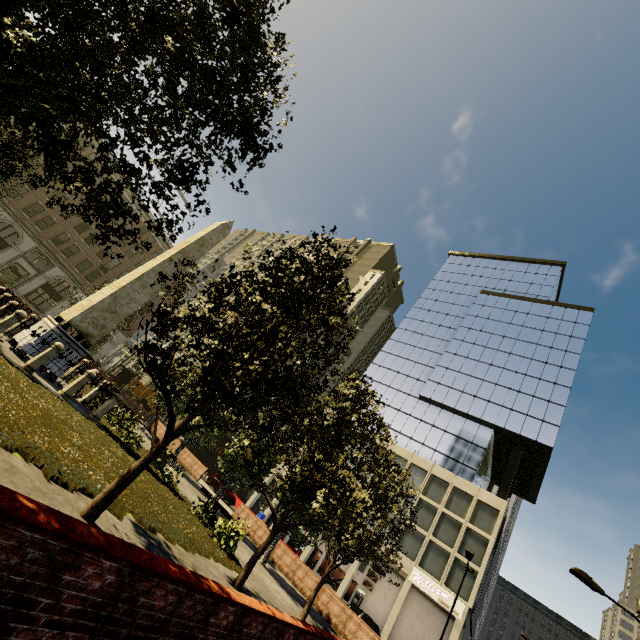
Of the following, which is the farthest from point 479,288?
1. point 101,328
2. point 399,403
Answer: point 101,328

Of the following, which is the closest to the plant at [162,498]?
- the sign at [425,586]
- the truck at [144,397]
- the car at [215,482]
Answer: the car at [215,482]

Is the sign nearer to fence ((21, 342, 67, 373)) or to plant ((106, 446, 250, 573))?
plant ((106, 446, 250, 573))

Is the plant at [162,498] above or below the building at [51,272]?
below

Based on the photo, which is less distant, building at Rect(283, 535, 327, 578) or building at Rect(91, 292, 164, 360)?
building at Rect(283, 535, 327, 578)

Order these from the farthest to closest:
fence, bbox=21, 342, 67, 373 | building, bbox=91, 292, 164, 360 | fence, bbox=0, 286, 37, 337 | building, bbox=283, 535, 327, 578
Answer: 1. building, bbox=91, 292, 164, 360
2. building, bbox=283, 535, 327, 578
3. fence, bbox=21, 342, 67, 373
4. fence, bbox=0, 286, 37, 337

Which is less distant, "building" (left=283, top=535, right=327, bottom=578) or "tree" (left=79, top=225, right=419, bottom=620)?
"tree" (left=79, top=225, right=419, bottom=620)

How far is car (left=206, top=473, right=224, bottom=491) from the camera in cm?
3256
